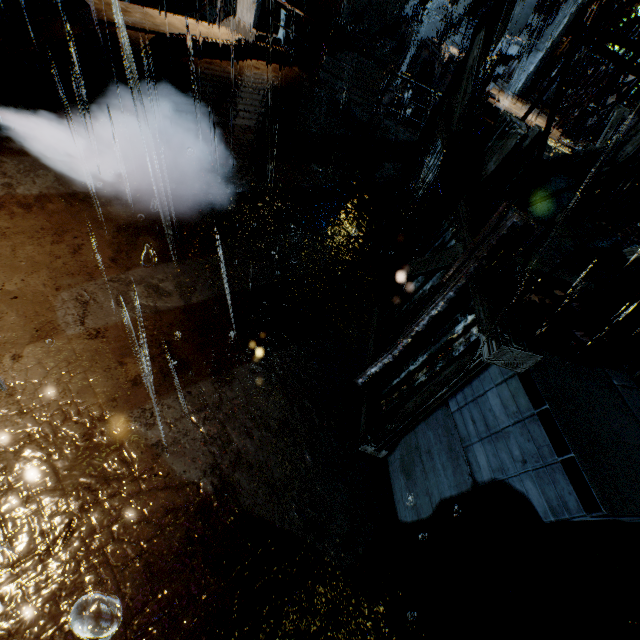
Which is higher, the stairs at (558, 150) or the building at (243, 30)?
the stairs at (558, 150)

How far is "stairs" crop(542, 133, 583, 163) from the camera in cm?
1045

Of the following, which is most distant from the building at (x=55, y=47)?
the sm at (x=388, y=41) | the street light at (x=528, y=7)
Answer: the sm at (x=388, y=41)

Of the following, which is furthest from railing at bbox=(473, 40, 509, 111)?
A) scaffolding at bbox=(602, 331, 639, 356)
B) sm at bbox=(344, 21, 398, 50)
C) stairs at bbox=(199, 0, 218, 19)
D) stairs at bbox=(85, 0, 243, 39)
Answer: stairs at bbox=(199, 0, 218, 19)

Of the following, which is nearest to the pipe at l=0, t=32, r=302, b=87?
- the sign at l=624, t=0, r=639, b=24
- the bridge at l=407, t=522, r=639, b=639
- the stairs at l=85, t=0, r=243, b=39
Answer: the stairs at l=85, t=0, r=243, b=39

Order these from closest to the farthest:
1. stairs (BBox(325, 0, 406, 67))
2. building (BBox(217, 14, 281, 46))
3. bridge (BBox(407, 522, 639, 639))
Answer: bridge (BBox(407, 522, 639, 639))
building (BBox(217, 14, 281, 46))
stairs (BBox(325, 0, 406, 67))

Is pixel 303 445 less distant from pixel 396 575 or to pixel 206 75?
pixel 396 575

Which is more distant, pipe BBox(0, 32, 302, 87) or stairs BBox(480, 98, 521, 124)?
stairs BBox(480, 98, 521, 124)
